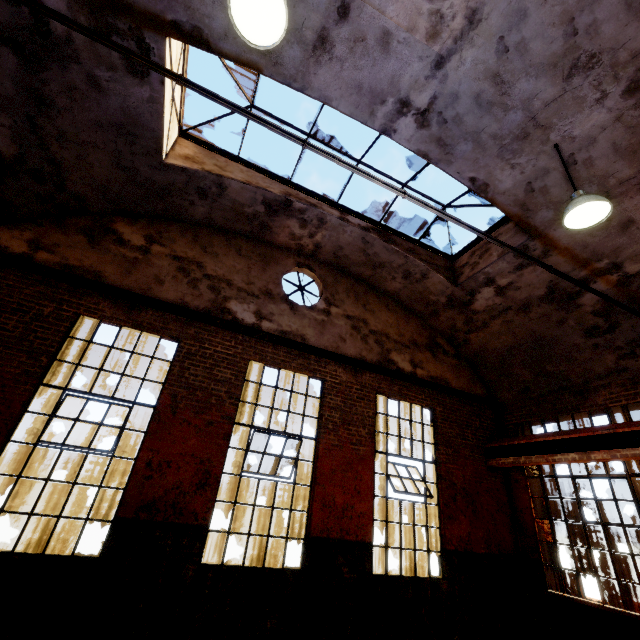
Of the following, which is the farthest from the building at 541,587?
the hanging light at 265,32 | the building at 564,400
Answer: the hanging light at 265,32

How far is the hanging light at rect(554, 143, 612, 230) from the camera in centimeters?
426cm

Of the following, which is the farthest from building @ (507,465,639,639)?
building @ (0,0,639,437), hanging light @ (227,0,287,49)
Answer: hanging light @ (227,0,287,49)

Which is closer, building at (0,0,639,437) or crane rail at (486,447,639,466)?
building at (0,0,639,437)

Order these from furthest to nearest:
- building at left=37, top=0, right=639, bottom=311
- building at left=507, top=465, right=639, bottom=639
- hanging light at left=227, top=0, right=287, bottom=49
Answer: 1. building at left=507, top=465, right=639, bottom=639
2. building at left=37, top=0, right=639, bottom=311
3. hanging light at left=227, top=0, right=287, bottom=49

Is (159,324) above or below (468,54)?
below

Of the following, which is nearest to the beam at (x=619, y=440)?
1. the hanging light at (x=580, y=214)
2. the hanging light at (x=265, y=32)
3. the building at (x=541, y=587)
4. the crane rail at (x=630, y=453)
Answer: the crane rail at (x=630, y=453)

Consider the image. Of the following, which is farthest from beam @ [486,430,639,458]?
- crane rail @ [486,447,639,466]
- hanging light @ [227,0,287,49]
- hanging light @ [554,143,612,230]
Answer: hanging light @ [227,0,287,49]
